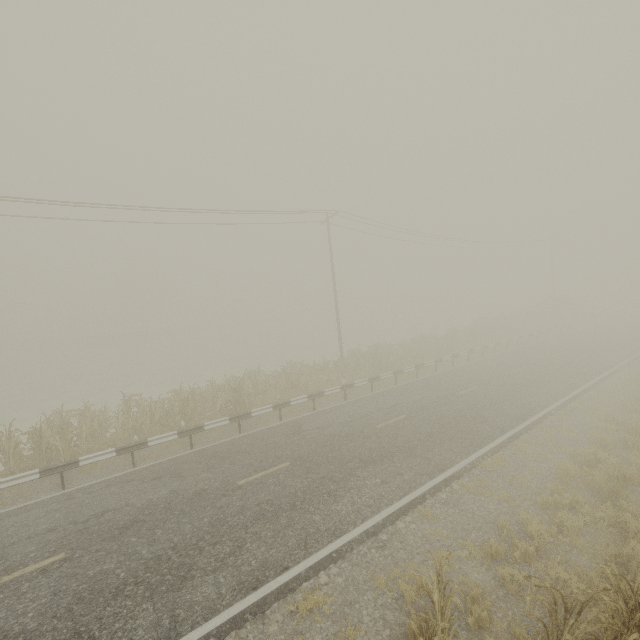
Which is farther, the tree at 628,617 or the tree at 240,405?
the tree at 240,405

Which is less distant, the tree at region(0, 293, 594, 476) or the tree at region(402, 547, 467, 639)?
the tree at region(402, 547, 467, 639)

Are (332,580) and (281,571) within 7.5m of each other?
yes
